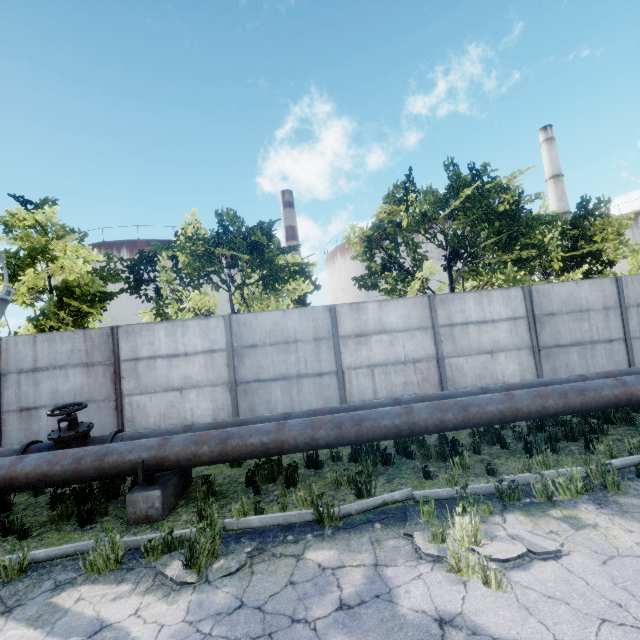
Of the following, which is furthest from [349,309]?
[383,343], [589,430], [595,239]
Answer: [595,239]

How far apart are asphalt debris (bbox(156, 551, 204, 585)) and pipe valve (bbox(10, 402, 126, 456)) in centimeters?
285cm

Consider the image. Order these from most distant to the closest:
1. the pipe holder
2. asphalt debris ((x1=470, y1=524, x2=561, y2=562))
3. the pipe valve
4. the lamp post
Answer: the lamp post → the pipe valve → the pipe holder → asphalt debris ((x1=470, y1=524, x2=561, y2=562))

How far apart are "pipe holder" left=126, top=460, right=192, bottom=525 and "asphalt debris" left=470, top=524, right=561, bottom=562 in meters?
3.9

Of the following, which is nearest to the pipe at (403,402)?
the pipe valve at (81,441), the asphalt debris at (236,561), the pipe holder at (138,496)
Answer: the pipe valve at (81,441)

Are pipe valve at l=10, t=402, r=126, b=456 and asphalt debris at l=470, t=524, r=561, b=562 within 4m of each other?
no

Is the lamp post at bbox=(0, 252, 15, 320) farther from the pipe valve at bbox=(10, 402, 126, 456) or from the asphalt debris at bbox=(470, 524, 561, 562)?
the asphalt debris at bbox=(470, 524, 561, 562)

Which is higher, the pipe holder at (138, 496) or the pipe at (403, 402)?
the pipe at (403, 402)
